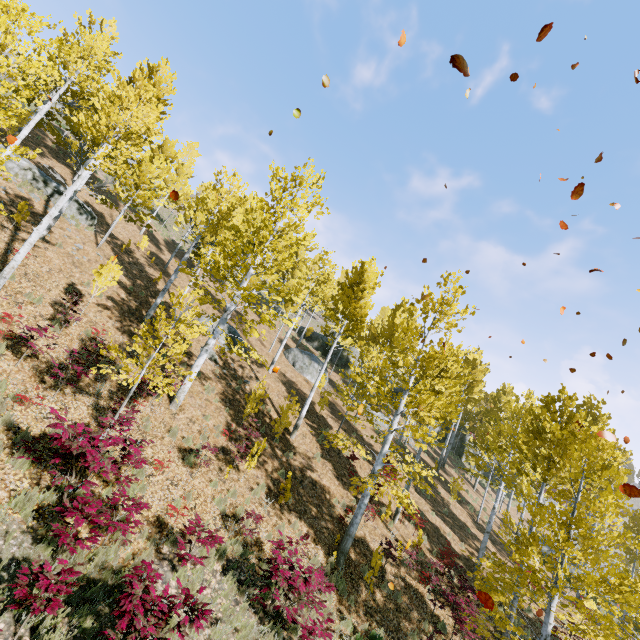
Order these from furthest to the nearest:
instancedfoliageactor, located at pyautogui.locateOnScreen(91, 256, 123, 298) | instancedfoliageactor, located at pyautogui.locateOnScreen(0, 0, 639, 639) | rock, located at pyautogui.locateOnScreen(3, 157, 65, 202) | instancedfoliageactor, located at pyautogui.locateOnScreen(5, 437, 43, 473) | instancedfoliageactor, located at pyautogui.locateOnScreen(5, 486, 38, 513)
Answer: rock, located at pyautogui.locateOnScreen(3, 157, 65, 202), instancedfoliageactor, located at pyautogui.locateOnScreen(91, 256, 123, 298), instancedfoliageactor, located at pyautogui.locateOnScreen(0, 0, 639, 639), instancedfoliageactor, located at pyautogui.locateOnScreen(5, 437, 43, 473), instancedfoliageactor, located at pyautogui.locateOnScreen(5, 486, 38, 513)

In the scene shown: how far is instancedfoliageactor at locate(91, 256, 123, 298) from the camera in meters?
11.8 m

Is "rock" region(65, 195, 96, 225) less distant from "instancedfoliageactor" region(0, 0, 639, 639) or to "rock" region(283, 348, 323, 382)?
"instancedfoliageactor" region(0, 0, 639, 639)

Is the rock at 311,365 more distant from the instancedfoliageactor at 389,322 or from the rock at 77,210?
the rock at 77,210

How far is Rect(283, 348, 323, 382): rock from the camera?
25.51m

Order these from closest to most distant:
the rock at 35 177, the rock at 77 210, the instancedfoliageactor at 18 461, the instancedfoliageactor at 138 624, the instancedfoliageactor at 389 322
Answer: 1. the instancedfoliageactor at 138 624
2. the instancedfoliageactor at 18 461
3. the instancedfoliageactor at 389 322
4. the rock at 35 177
5. the rock at 77 210

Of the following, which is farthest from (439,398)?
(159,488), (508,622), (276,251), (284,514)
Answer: (159,488)
